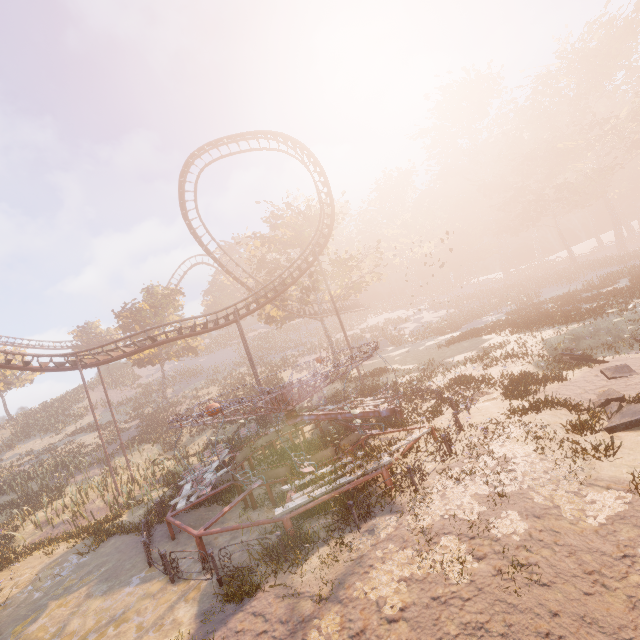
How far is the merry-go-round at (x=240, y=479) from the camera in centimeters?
929cm

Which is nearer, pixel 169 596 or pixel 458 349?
pixel 169 596

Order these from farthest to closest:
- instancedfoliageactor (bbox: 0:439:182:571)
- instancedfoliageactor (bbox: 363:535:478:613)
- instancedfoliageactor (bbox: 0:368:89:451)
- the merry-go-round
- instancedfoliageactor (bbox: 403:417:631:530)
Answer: instancedfoliageactor (bbox: 0:368:89:451) → instancedfoliageactor (bbox: 0:439:182:571) → the merry-go-round → instancedfoliageactor (bbox: 403:417:631:530) → instancedfoliageactor (bbox: 363:535:478:613)

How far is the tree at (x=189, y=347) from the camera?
38.03m

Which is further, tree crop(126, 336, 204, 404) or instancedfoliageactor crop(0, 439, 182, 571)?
tree crop(126, 336, 204, 404)

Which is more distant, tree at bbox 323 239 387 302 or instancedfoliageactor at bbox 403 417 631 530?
tree at bbox 323 239 387 302

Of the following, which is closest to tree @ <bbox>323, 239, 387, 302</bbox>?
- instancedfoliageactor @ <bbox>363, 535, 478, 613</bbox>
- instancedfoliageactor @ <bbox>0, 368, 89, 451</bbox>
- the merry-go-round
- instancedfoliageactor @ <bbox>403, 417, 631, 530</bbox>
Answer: the merry-go-round

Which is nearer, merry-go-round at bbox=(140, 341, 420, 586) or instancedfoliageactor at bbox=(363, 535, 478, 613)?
instancedfoliageactor at bbox=(363, 535, 478, 613)
